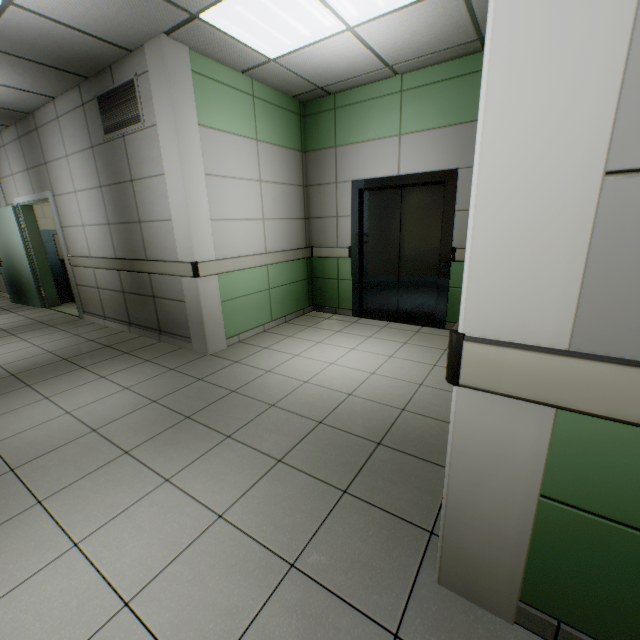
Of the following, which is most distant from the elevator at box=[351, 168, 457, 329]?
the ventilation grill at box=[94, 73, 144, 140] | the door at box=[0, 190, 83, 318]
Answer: the door at box=[0, 190, 83, 318]

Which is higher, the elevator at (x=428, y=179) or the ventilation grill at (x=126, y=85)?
the ventilation grill at (x=126, y=85)

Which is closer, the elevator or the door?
the elevator

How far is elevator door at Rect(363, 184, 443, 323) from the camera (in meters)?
4.46

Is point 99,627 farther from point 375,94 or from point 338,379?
point 375,94

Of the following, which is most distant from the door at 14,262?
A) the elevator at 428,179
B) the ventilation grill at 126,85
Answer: the elevator at 428,179

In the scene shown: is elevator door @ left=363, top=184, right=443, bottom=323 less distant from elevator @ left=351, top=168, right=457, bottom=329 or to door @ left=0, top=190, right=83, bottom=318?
elevator @ left=351, top=168, right=457, bottom=329

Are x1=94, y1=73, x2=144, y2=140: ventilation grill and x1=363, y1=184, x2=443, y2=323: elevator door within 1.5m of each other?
no
